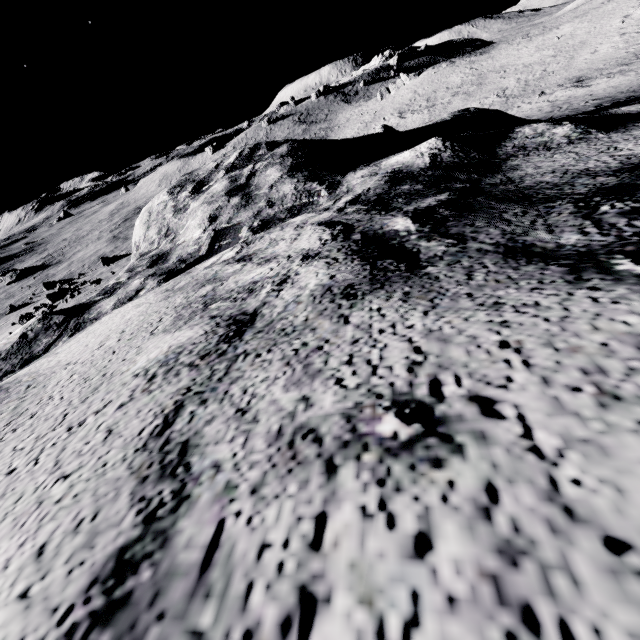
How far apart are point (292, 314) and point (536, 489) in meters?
1.1 m
